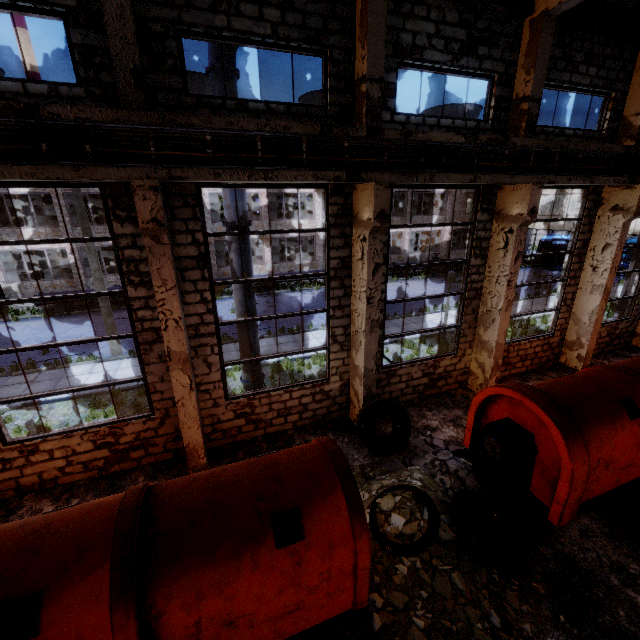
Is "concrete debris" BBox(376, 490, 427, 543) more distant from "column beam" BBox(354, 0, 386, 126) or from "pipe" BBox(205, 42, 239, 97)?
"column beam" BBox(354, 0, 386, 126)

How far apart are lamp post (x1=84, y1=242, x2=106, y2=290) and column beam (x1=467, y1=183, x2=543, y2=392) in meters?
15.0 m

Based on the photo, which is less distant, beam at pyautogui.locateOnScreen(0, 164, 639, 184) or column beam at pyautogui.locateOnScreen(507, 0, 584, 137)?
beam at pyautogui.locateOnScreen(0, 164, 639, 184)

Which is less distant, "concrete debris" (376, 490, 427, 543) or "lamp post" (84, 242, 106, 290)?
"concrete debris" (376, 490, 427, 543)

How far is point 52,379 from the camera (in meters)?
12.99

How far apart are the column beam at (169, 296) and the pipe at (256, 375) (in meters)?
1.55

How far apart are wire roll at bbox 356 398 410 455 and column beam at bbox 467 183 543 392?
3.41m

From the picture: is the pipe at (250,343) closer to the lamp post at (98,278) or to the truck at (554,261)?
the lamp post at (98,278)
